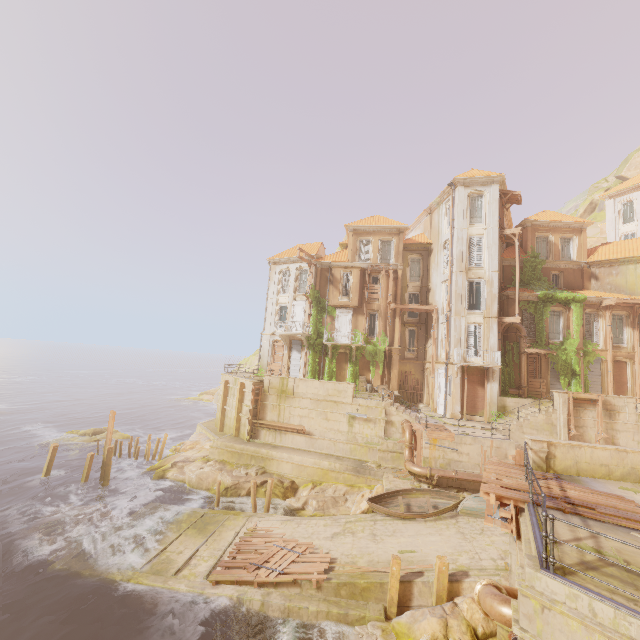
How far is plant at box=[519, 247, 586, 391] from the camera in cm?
2706

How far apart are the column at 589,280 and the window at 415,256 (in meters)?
13.98

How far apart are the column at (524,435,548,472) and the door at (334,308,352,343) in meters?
20.0 m

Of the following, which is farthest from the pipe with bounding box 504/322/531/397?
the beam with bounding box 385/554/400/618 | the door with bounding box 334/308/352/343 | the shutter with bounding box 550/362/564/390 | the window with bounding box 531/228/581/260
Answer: the beam with bounding box 385/554/400/618

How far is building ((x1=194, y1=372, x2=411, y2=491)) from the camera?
23.3m

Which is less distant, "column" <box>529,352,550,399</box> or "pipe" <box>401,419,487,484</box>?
"pipe" <box>401,419,487,484</box>

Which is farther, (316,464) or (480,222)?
(480,222)

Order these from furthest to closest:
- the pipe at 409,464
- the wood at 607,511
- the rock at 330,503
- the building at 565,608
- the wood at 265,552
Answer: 1. the rock at 330,503
2. the pipe at 409,464
3. the wood at 265,552
4. the wood at 607,511
5. the building at 565,608
